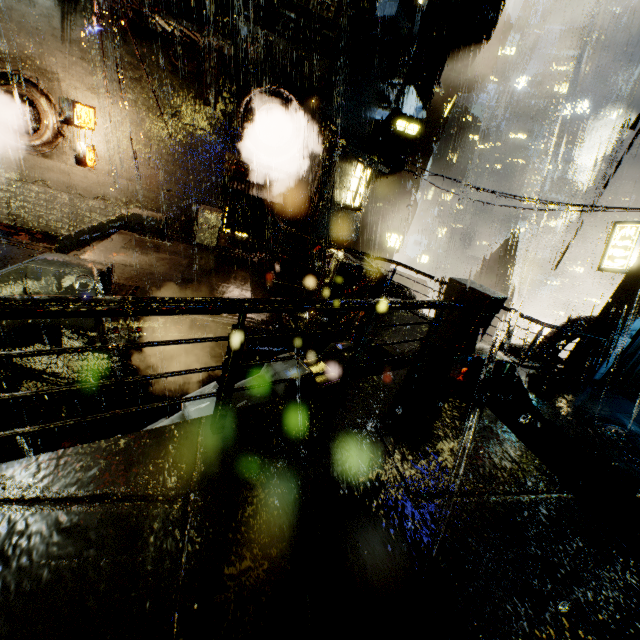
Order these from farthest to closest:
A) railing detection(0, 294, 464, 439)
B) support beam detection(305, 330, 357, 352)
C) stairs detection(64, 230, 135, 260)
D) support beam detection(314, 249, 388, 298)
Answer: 1. stairs detection(64, 230, 135, 260)
2. support beam detection(305, 330, 357, 352)
3. support beam detection(314, 249, 388, 298)
4. railing detection(0, 294, 464, 439)

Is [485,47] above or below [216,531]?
above

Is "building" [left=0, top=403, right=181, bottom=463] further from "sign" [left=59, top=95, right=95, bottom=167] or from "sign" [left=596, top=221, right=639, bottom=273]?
"sign" [left=596, top=221, right=639, bottom=273]

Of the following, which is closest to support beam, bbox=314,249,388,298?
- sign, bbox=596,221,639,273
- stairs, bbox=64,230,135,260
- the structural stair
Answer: the structural stair

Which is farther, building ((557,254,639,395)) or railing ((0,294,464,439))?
building ((557,254,639,395))

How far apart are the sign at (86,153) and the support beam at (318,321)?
10.4 meters

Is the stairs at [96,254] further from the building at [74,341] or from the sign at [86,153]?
the sign at [86,153]

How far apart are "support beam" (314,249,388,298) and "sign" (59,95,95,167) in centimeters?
1041cm
